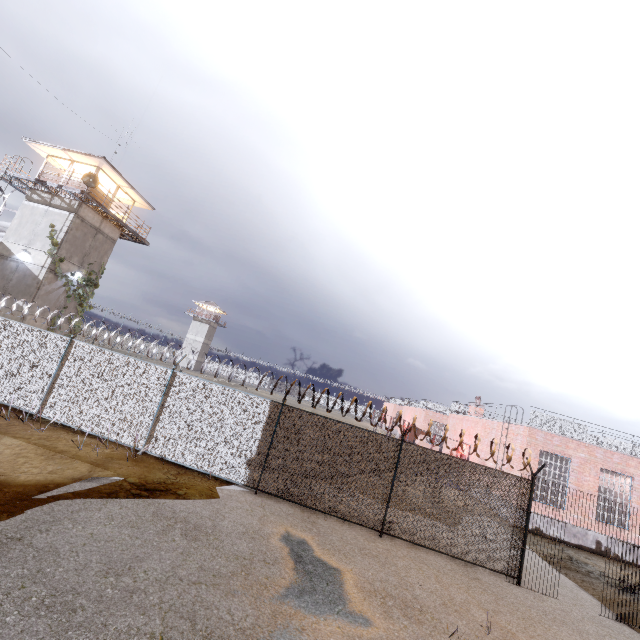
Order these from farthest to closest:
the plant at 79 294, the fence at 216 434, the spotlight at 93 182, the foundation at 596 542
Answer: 1. the plant at 79 294
2. the spotlight at 93 182
3. the foundation at 596 542
4. the fence at 216 434

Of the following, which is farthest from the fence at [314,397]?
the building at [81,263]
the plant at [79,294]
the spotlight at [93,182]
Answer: the spotlight at [93,182]

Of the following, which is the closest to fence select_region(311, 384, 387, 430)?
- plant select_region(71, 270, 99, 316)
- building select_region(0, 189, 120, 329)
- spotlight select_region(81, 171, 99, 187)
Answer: building select_region(0, 189, 120, 329)

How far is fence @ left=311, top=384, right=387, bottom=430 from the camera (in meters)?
10.11

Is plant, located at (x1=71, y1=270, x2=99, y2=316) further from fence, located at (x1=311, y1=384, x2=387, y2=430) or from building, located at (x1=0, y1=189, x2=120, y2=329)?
fence, located at (x1=311, y1=384, x2=387, y2=430)

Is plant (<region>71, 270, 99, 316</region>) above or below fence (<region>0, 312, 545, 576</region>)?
above

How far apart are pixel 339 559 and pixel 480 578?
4.41m

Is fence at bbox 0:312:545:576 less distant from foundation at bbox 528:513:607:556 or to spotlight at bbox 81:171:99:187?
foundation at bbox 528:513:607:556
